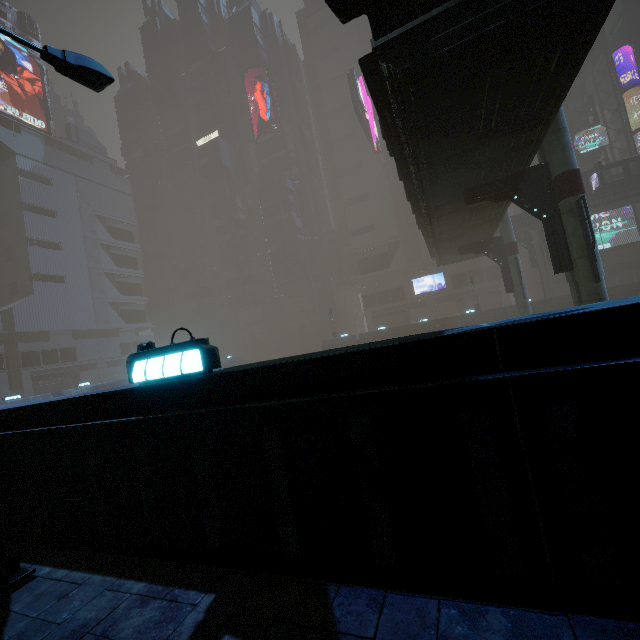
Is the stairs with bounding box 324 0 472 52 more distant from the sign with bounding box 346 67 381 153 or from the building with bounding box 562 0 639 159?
the sign with bounding box 346 67 381 153

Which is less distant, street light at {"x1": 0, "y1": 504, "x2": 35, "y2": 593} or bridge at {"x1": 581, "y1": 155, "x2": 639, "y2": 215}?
street light at {"x1": 0, "y1": 504, "x2": 35, "y2": 593}

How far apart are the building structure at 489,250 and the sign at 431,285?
27.4 meters

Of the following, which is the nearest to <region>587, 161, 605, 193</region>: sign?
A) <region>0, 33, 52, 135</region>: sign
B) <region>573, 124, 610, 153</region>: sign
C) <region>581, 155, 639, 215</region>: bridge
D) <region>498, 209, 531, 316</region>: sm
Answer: <region>581, 155, 639, 215</region>: bridge

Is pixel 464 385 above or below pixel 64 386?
below

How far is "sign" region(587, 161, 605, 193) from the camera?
32.97m

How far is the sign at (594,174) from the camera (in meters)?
32.97

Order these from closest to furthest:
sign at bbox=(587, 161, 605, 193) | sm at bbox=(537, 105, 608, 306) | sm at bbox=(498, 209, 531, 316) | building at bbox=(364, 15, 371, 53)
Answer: sm at bbox=(537, 105, 608, 306), sm at bbox=(498, 209, 531, 316), sign at bbox=(587, 161, 605, 193), building at bbox=(364, 15, 371, 53)
